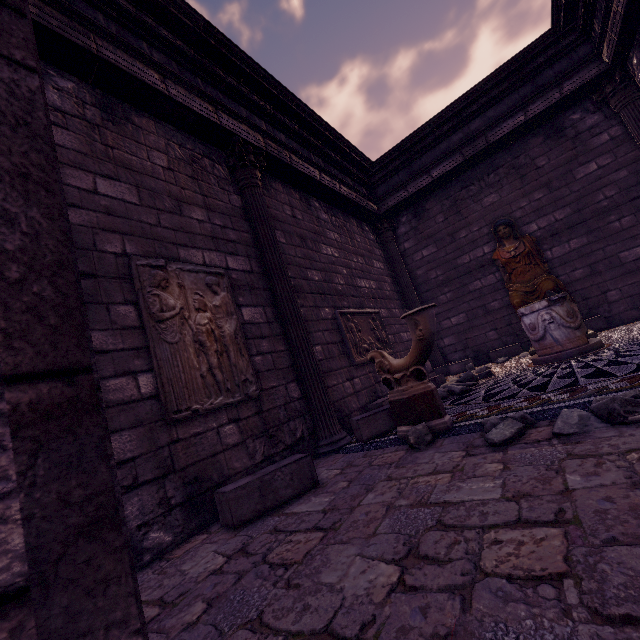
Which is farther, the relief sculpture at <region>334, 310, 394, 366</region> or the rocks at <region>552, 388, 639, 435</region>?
the relief sculpture at <region>334, 310, 394, 366</region>

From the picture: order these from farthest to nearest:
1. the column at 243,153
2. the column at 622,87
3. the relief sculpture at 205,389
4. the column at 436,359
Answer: the column at 436,359 → the column at 622,87 → the column at 243,153 → the relief sculpture at 205,389

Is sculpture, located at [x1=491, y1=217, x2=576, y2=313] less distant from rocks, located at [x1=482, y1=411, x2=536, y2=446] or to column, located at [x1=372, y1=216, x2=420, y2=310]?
column, located at [x1=372, y1=216, x2=420, y2=310]

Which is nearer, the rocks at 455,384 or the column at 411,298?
the rocks at 455,384

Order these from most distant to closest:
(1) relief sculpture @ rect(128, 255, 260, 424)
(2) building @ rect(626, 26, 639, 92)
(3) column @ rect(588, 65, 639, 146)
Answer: (3) column @ rect(588, 65, 639, 146)
(2) building @ rect(626, 26, 639, 92)
(1) relief sculpture @ rect(128, 255, 260, 424)

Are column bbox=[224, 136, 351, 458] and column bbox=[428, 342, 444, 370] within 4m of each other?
no

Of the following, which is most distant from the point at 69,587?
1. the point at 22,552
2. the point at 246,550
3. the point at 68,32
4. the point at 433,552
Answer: the point at 68,32

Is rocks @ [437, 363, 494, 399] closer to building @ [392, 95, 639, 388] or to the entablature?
building @ [392, 95, 639, 388]
